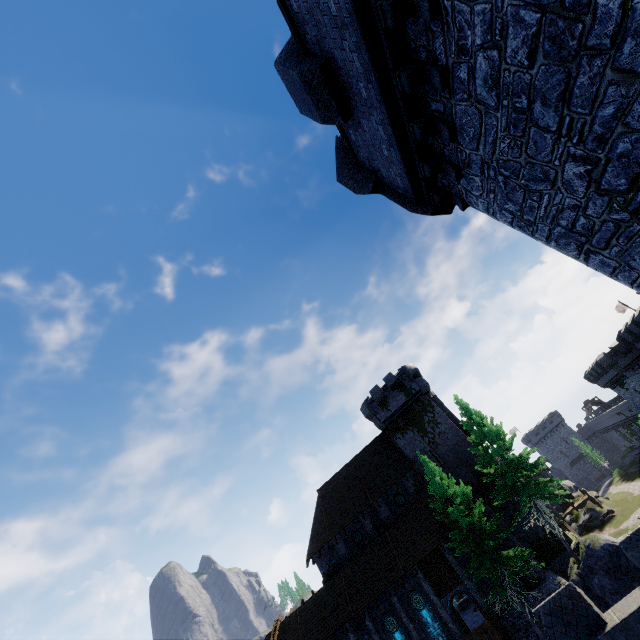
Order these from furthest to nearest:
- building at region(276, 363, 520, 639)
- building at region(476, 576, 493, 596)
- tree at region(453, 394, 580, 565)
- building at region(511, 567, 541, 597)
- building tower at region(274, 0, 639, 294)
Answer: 1. building at region(276, 363, 520, 639)
2. building at region(476, 576, 493, 596)
3. building at region(511, 567, 541, 597)
4. tree at region(453, 394, 580, 565)
5. building tower at region(274, 0, 639, 294)

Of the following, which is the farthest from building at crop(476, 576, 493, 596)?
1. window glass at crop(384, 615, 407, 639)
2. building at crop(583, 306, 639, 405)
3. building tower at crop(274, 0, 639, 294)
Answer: building tower at crop(274, 0, 639, 294)

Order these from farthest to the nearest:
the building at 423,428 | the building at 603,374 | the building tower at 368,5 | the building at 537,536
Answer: the building at 603,374 → the building at 423,428 → the building at 537,536 → the building tower at 368,5

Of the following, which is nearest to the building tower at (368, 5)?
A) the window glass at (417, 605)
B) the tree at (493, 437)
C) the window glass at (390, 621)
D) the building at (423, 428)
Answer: the tree at (493, 437)

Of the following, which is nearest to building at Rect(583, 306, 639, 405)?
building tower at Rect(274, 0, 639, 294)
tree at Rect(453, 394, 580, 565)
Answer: tree at Rect(453, 394, 580, 565)

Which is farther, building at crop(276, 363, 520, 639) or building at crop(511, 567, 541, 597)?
building at crop(276, 363, 520, 639)

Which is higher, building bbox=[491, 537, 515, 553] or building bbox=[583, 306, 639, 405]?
building bbox=[583, 306, 639, 405]

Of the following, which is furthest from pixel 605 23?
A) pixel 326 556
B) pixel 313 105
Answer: pixel 326 556
